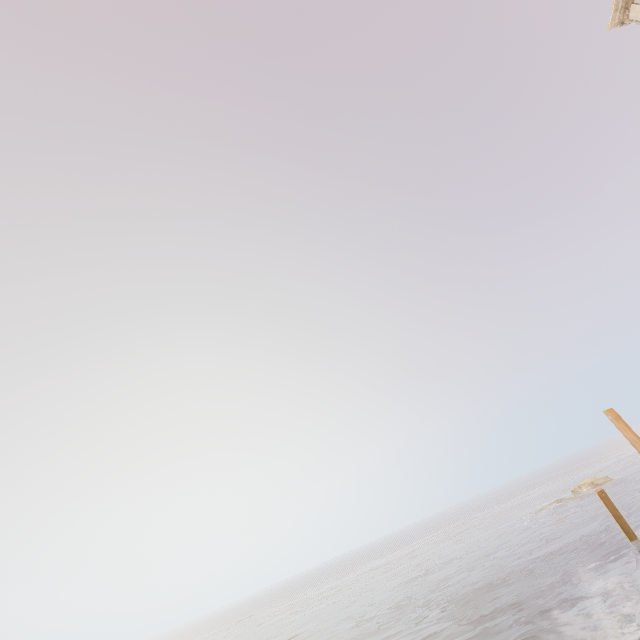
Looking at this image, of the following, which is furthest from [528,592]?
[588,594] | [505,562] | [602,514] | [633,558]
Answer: [602,514]

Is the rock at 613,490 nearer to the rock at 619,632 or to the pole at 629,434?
the pole at 629,434

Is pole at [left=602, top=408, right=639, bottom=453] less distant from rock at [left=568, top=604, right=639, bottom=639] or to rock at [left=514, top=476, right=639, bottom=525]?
rock at [left=568, top=604, right=639, bottom=639]

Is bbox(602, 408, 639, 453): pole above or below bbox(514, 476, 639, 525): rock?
above

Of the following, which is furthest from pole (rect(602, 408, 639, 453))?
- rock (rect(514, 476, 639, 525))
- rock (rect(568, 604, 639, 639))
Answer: rock (rect(514, 476, 639, 525))

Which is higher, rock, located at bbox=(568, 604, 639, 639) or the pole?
the pole

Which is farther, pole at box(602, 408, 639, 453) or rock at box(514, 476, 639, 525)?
rock at box(514, 476, 639, 525)

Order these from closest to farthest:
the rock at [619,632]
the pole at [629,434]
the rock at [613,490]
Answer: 1. the rock at [619,632]
2. the pole at [629,434]
3. the rock at [613,490]
